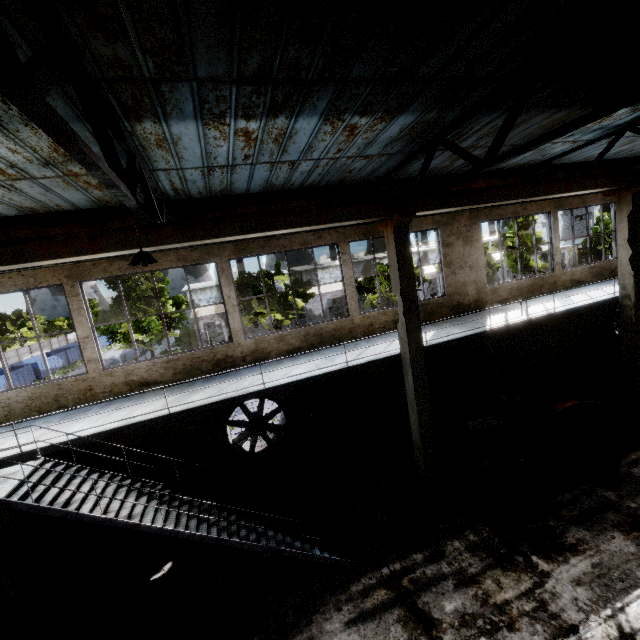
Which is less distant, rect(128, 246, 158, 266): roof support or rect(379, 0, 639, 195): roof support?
rect(379, 0, 639, 195): roof support

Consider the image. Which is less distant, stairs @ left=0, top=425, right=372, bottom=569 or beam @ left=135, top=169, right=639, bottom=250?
stairs @ left=0, top=425, right=372, bottom=569

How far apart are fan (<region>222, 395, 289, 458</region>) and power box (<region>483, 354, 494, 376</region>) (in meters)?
8.27

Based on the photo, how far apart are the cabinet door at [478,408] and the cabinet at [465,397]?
0.0 meters

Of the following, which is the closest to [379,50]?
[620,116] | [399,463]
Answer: [620,116]

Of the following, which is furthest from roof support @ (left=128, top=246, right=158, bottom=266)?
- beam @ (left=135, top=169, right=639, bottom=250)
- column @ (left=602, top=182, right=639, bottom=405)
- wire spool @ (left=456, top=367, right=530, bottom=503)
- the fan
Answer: column @ (left=602, top=182, right=639, bottom=405)

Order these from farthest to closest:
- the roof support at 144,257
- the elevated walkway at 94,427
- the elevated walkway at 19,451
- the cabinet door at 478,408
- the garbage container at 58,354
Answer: the garbage container at 58,354 < the cabinet door at 478,408 < the elevated walkway at 94,427 < the elevated walkway at 19,451 < the roof support at 144,257

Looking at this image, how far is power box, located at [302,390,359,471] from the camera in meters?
10.8 m
